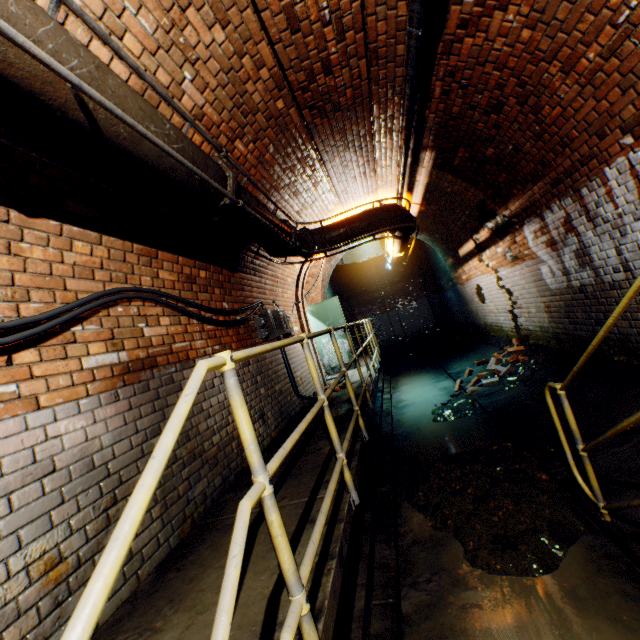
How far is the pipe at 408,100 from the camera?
2.76m

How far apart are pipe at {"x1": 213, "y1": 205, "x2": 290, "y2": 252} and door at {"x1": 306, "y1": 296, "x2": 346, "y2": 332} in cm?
438

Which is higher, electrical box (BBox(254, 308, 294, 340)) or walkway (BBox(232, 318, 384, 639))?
electrical box (BBox(254, 308, 294, 340))

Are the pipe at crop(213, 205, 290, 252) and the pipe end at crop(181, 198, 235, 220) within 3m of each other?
yes

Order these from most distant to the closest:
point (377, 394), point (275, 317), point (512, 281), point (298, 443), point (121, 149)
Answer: point (377, 394)
point (512, 281)
point (275, 317)
point (298, 443)
point (121, 149)

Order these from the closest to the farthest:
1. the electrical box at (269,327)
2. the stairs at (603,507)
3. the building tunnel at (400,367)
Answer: the stairs at (603,507), the building tunnel at (400,367), the electrical box at (269,327)

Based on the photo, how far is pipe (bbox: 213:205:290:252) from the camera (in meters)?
3.21
